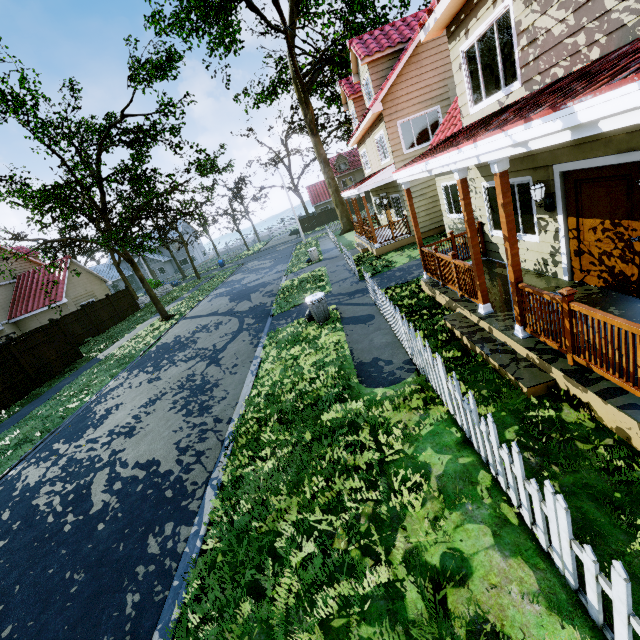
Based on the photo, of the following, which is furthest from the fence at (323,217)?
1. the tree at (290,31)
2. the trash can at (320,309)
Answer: the trash can at (320,309)

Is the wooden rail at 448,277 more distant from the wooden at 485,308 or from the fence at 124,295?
the wooden at 485,308

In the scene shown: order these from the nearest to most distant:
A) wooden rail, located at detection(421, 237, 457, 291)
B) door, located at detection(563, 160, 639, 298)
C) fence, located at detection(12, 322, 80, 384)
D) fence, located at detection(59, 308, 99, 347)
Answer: door, located at detection(563, 160, 639, 298)
wooden rail, located at detection(421, 237, 457, 291)
fence, located at detection(12, 322, 80, 384)
fence, located at detection(59, 308, 99, 347)

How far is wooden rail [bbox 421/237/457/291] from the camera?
A: 7.55m

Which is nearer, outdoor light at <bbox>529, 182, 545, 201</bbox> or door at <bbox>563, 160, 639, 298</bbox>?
door at <bbox>563, 160, 639, 298</bbox>

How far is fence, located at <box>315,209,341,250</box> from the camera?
24.71m

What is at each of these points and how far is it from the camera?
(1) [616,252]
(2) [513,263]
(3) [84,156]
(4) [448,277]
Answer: (1) door, 5.2m
(2) wooden, 4.8m
(3) tree, 18.1m
(4) wooden rail, 7.8m

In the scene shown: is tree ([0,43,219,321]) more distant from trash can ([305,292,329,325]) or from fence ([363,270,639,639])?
trash can ([305,292,329,325])
